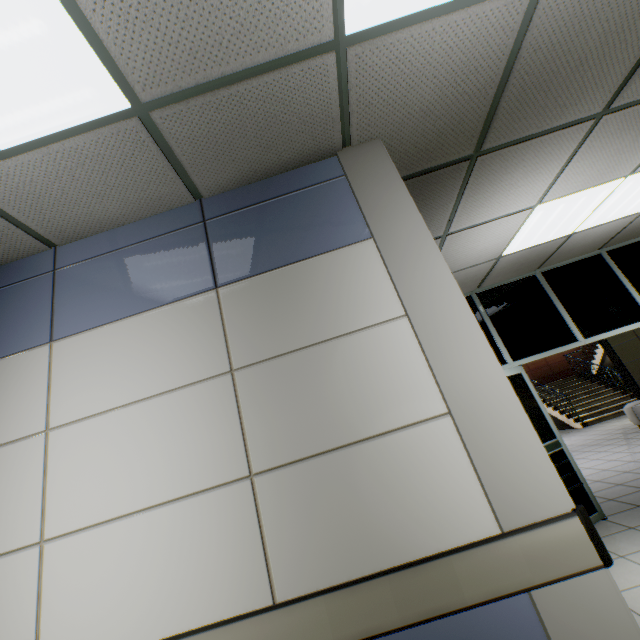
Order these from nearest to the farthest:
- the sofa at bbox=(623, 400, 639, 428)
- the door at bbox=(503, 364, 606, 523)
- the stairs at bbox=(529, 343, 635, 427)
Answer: the door at bbox=(503, 364, 606, 523) → the sofa at bbox=(623, 400, 639, 428) → the stairs at bbox=(529, 343, 635, 427)

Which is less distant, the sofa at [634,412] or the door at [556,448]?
the door at [556,448]

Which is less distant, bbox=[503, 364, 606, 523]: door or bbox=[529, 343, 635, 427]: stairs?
bbox=[503, 364, 606, 523]: door

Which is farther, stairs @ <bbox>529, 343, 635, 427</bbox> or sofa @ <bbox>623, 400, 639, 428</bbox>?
stairs @ <bbox>529, 343, 635, 427</bbox>

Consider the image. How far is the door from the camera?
3.9m

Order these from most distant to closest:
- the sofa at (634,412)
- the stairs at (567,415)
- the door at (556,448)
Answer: the stairs at (567,415) < the sofa at (634,412) < the door at (556,448)

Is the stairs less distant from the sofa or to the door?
the sofa

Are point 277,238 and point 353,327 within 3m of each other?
yes
